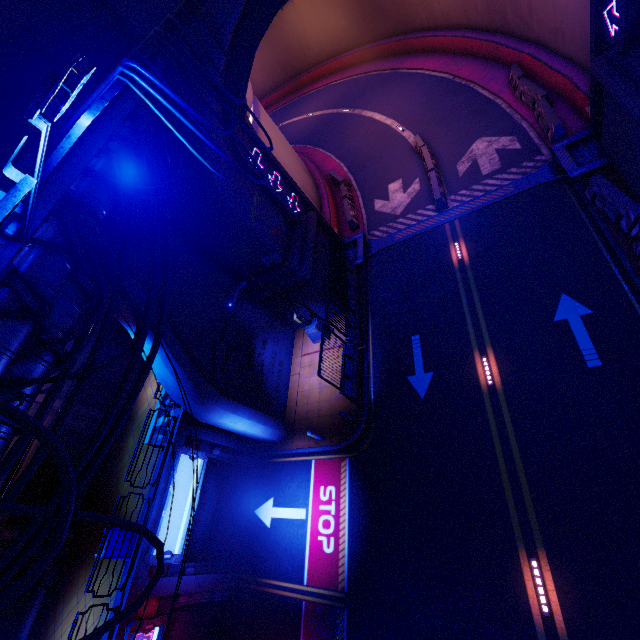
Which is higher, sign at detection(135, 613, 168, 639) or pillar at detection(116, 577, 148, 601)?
pillar at detection(116, 577, 148, 601)

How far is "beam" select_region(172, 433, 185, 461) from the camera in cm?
1273

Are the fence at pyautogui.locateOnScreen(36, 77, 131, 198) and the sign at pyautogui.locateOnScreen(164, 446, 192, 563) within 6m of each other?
no

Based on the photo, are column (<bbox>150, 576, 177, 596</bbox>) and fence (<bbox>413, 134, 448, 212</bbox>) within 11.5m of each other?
no

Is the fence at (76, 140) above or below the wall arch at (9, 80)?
below

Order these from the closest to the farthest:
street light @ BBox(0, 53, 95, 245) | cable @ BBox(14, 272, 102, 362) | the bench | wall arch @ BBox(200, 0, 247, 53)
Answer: street light @ BBox(0, 53, 95, 245), cable @ BBox(14, 272, 102, 362), wall arch @ BBox(200, 0, 247, 53), the bench

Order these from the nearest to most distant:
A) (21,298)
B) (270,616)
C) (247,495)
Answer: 1. (21,298)
2. (270,616)
3. (247,495)

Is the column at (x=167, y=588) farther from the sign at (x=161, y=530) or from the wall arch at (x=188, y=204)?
the wall arch at (x=188, y=204)
